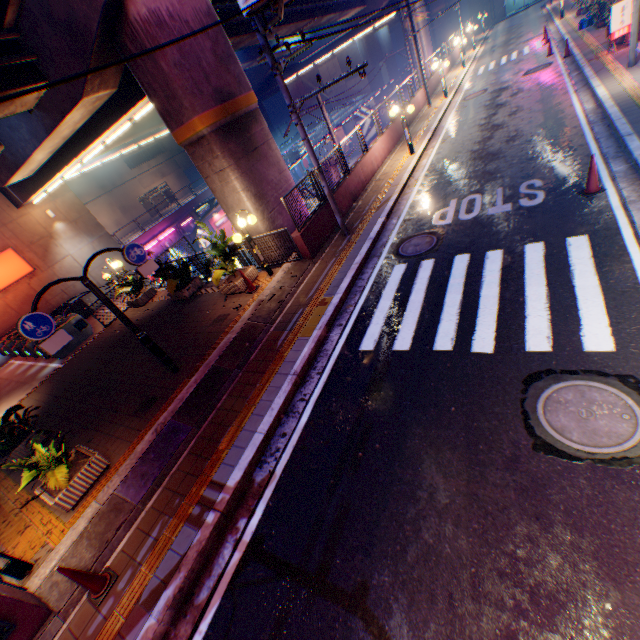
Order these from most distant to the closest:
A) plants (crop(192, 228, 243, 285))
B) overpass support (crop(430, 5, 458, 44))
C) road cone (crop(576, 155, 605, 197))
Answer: overpass support (crop(430, 5, 458, 44)), plants (crop(192, 228, 243, 285)), road cone (crop(576, 155, 605, 197))

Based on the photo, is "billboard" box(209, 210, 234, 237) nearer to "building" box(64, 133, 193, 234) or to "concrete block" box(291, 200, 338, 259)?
"building" box(64, 133, 193, 234)

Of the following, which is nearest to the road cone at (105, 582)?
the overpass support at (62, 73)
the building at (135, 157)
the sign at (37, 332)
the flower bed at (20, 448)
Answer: the overpass support at (62, 73)

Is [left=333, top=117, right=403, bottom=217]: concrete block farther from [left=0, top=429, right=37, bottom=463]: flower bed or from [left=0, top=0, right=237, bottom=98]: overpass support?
[left=0, top=429, right=37, bottom=463]: flower bed

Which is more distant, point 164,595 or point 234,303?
point 234,303

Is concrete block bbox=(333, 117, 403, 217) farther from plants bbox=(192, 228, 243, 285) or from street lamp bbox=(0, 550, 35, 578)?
street lamp bbox=(0, 550, 35, 578)

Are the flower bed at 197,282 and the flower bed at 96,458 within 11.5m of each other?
yes

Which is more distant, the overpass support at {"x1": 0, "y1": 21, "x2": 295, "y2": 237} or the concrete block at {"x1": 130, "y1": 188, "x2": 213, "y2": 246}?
the concrete block at {"x1": 130, "y1": 188, "x2": 213, "y2": 246}
